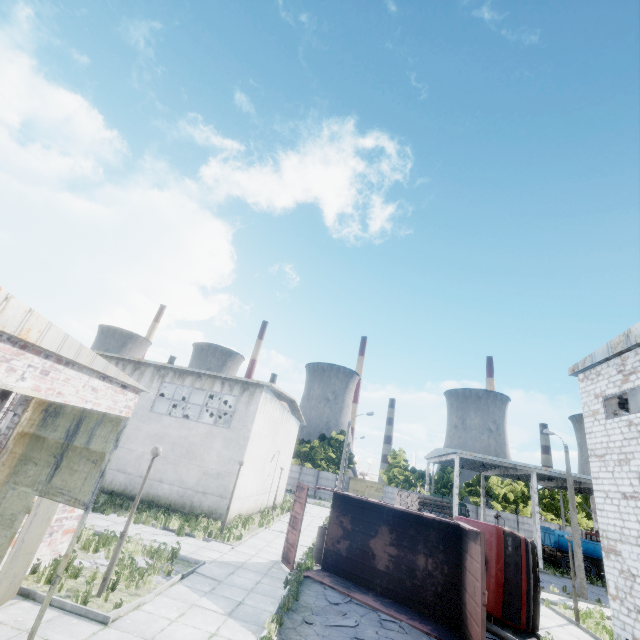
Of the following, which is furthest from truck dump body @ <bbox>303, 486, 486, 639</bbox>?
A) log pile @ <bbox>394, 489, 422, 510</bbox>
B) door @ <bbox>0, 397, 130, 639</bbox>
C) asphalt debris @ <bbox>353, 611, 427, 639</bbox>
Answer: log pile @ <bbox>394, 489, 422, 510</bbox>

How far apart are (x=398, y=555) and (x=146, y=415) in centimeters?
1680cm

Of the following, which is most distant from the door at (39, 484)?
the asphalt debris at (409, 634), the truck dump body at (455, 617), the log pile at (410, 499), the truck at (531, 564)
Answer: the log pile at (410, 499)

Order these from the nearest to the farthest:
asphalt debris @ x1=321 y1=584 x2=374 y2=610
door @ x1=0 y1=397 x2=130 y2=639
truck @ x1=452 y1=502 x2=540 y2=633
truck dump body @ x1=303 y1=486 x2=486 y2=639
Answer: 1. door @ x1=0 y1=397 x2=130 y2=639
2. truck dump body @ x1=303 y1=486 x2=486 y2=639
3. asphalt debris @ x1=321 y1=584 x2=374 y2=610
4. truck @ x1=452 y1=502 x2=540 y2=633

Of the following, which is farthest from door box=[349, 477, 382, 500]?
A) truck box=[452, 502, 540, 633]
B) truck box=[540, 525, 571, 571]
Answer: truck box=[452, 502, 540, 633]

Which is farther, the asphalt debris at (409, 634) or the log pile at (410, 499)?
the log pile at (410, 499)

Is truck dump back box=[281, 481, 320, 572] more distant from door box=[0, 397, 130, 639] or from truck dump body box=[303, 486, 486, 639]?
door box=[0, 397, 130, 639]

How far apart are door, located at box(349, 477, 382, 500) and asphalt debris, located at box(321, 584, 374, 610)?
47.0m
